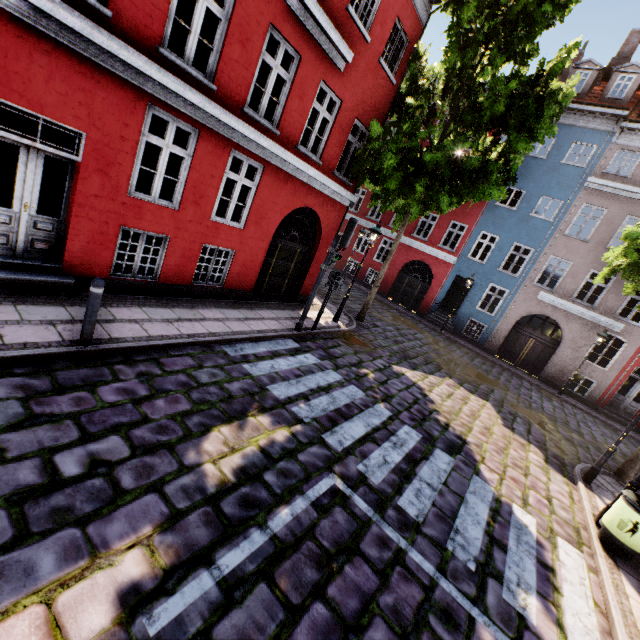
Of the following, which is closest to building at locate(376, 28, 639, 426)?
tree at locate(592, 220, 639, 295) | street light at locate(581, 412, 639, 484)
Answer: tree at locate(592, 220, 639, 295)

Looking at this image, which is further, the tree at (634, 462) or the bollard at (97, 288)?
the tree at (634, 462)

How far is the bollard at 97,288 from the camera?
4.7m

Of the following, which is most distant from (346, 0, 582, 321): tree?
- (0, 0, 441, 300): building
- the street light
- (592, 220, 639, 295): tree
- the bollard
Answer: the bollard

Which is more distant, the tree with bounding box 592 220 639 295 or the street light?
the tree with bounding box 592 220 639 295

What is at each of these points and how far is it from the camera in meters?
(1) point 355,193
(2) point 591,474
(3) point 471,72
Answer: (1) building, 25.0 m
(2) street light, 7.9 m
(3) tree, 10.5 m

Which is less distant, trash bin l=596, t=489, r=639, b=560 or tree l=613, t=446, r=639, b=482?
trash bin l=596, t=489, r=639, b=560

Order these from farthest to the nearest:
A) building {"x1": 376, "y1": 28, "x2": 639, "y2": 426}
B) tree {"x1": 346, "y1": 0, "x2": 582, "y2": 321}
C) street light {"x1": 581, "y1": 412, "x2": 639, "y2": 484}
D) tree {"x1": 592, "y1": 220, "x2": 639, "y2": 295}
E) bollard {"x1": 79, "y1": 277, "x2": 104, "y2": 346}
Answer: building {"x1": 376, "y1": 28, "x2": 639, "y2": 426}, tree {"x1": 346, "y1": 0, "x2": 582, "y2": 321}, tree {"x1": 592, "y1": 220, "x2": 639, "y2": 295}, street light {"x1": 581, "y1": 412, "x2": 639, "y2": 484}, bollard {"x1": 79, "y1": 277, "x2": 104, "y2": 346}
